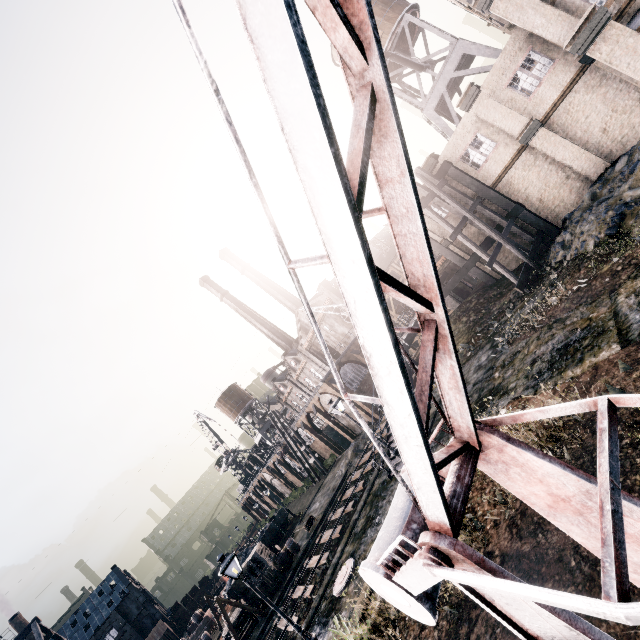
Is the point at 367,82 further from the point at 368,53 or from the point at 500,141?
the point at 500,141

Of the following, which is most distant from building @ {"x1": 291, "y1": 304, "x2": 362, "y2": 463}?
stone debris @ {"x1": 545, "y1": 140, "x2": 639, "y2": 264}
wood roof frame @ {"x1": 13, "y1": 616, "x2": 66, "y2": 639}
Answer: wood roof frame @ {"x1": 13, "y1": 616, "x2": 66, "y2": 639}

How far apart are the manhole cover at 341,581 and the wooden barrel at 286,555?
15.7 meters

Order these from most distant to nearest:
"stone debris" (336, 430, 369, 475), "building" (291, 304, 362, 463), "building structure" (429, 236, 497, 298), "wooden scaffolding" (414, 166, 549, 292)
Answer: "building" (291, 304, 362, 463) < "stone debris" (336, 430, 369, 475) < "building structure" (429, 236, 497, 298) < "wooden scaffolding" (414, 166, 549, 292)

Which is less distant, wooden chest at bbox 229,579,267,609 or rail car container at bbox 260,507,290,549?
wooden chest at bbox 229,579,267,609

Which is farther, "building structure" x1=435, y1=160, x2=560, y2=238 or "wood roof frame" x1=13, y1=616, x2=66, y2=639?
"wood roof frame" x1=13, y1=616, x2=66, y2=639

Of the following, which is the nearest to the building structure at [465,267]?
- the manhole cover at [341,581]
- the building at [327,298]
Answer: the building at [327,298]

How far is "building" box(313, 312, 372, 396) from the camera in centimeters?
4112cm
